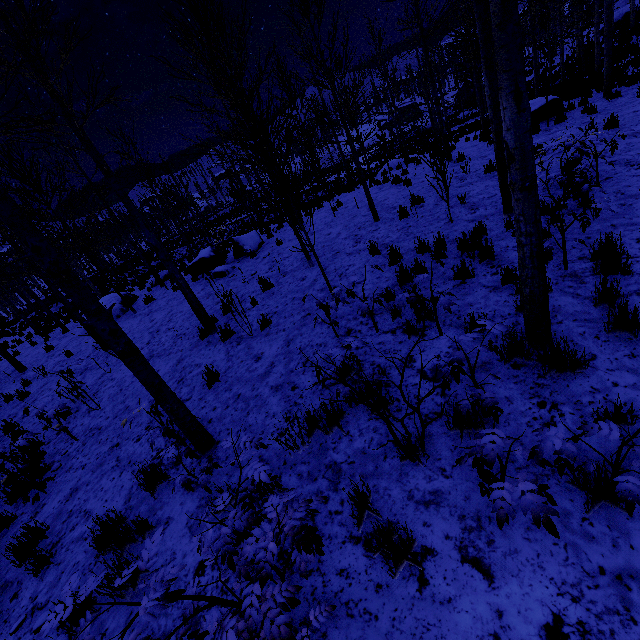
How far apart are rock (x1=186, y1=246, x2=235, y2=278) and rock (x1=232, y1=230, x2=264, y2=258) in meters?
0.5 m

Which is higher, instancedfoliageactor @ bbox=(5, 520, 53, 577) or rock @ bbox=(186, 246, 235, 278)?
rock @ bbox=(186, 246, 235, 278)

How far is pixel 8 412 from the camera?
9.2m

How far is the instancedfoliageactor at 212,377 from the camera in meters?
5.9

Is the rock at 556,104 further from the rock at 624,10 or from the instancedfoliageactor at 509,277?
the rock at 624,10

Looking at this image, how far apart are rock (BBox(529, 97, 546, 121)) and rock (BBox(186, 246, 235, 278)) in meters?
13.4

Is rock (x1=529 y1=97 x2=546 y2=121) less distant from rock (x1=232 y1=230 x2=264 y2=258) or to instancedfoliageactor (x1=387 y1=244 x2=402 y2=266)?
instancedfoliageactor (x1=387 y1=244 x2=402 y2=266)
